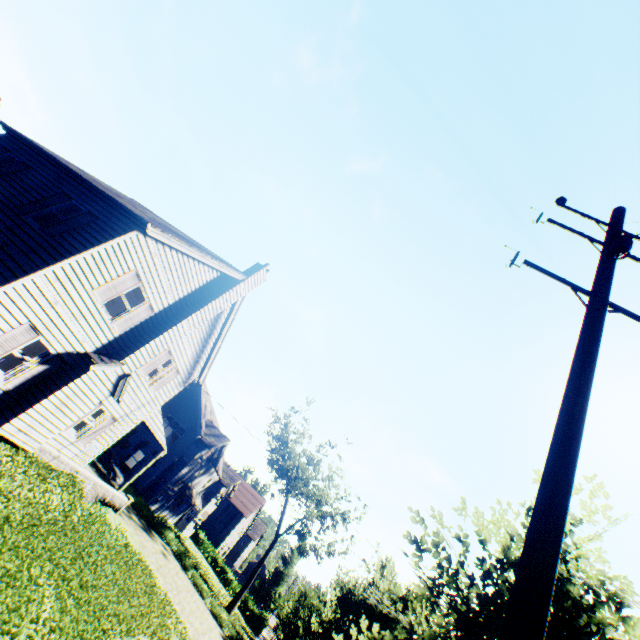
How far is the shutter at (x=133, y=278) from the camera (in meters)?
11.20

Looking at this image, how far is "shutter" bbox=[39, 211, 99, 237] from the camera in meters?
10.5 m

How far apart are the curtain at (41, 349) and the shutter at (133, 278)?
2.0 meters

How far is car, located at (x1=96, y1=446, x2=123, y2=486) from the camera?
24.6 meters

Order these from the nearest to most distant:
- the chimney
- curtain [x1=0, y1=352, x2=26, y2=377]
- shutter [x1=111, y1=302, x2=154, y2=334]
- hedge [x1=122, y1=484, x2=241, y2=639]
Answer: curtain [x1=0, y1=352, x2=26, y2=377]
the chimney
shutter [x1=111, y1=302, x2=154, y2=334]
hedge [x1=122, y1=484, x2=241, y2=639]

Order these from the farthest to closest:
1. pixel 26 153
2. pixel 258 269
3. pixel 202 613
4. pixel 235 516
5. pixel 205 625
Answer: pixel 235 516, pixel 202 613, pixel 205 625, pixel 258 269, pixel 26 153

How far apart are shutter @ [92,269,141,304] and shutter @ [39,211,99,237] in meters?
1.9 m

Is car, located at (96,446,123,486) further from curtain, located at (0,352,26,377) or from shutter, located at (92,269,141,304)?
shutter, located at (92,269,141,304)
